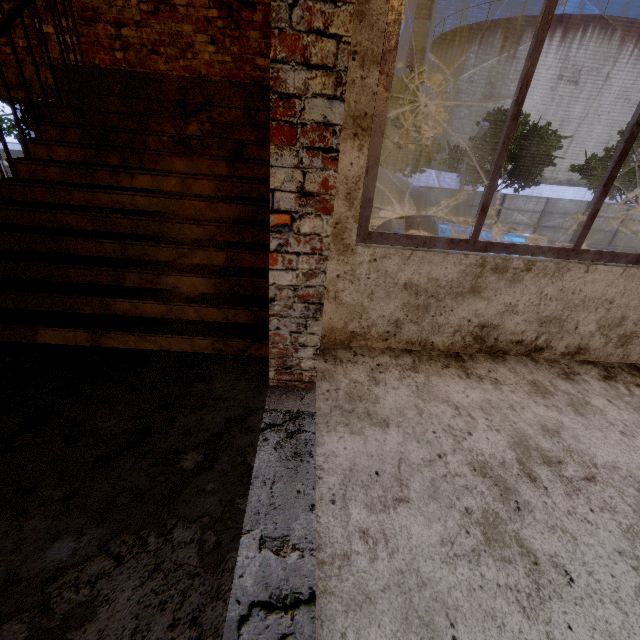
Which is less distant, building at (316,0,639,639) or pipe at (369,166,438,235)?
building at (316,0,639,639)

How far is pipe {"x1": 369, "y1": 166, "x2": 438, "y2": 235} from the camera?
5.40m

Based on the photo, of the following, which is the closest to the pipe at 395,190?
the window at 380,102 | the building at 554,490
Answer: the building at 554,490

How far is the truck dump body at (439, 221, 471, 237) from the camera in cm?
1534

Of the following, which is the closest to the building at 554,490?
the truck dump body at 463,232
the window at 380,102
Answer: the window at 380,102

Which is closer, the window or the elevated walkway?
the elevated walkway

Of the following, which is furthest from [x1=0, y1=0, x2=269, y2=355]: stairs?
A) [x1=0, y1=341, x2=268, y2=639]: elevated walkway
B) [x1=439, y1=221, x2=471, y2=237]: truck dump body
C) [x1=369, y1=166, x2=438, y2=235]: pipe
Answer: [x1=439, y1=221, x2=471, y2=237]: truck dump body

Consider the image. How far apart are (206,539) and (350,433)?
0.84m
